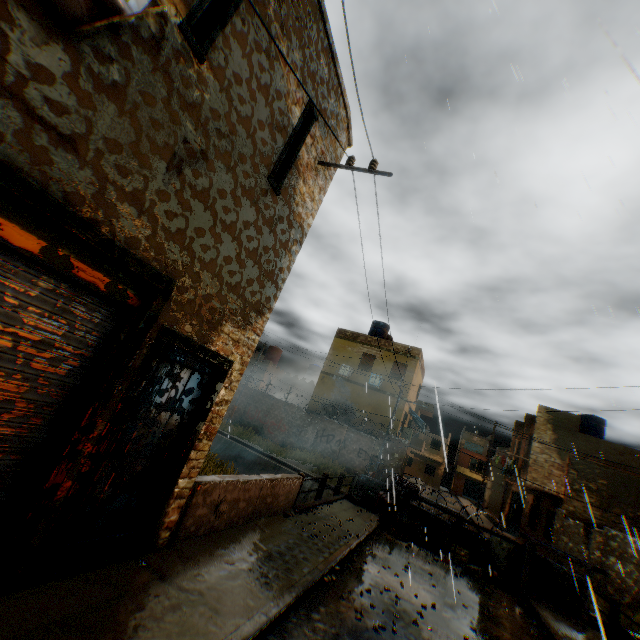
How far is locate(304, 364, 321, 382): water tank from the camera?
35.4m

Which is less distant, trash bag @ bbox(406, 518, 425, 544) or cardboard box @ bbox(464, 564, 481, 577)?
cardboard box @ bbox(464, 564, 481, 577)

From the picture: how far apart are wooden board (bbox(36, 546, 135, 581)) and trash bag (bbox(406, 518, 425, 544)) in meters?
10.8

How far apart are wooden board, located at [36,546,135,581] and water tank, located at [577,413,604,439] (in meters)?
28.79

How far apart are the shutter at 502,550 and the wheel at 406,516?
1.72m

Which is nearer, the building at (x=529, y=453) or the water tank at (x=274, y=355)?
the building at (x=529, y=453)

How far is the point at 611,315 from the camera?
7.9 meters

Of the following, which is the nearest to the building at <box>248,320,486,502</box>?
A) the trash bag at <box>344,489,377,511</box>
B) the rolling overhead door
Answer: the rolling overhead door
